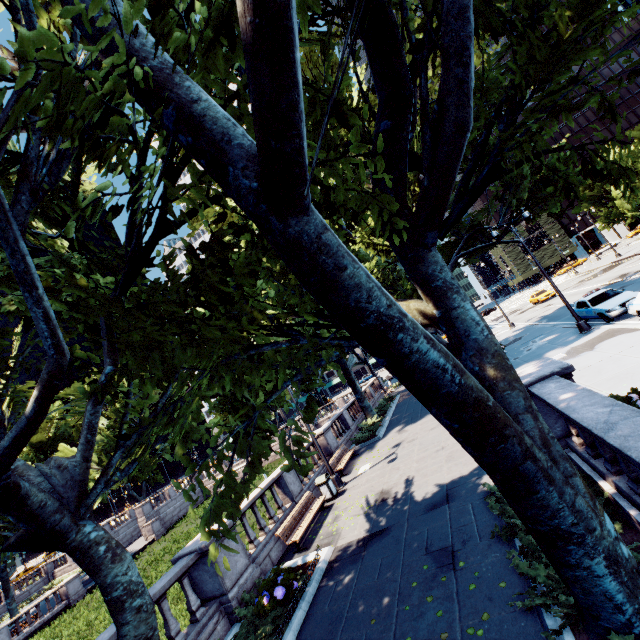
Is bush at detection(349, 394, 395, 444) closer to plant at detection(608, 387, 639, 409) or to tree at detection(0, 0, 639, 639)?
tree at detection(0, 0, 639, 639)

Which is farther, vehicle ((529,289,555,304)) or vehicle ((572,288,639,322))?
vehicle ((529,289,555,304))

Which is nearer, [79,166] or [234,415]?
[79,166]

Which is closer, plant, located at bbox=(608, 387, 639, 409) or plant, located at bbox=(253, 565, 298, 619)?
plant, located at bbox=(608, 387, 639, 409)

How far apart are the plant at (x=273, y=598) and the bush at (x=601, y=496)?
5.0m

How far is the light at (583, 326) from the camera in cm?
1703

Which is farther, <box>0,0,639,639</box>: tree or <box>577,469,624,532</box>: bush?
<box>577,469,624,532</box>: bush

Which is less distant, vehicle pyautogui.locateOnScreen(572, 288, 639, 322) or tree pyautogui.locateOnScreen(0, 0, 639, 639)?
tree pyautogui.locateOnScreen(0, 0, 639, 639)
